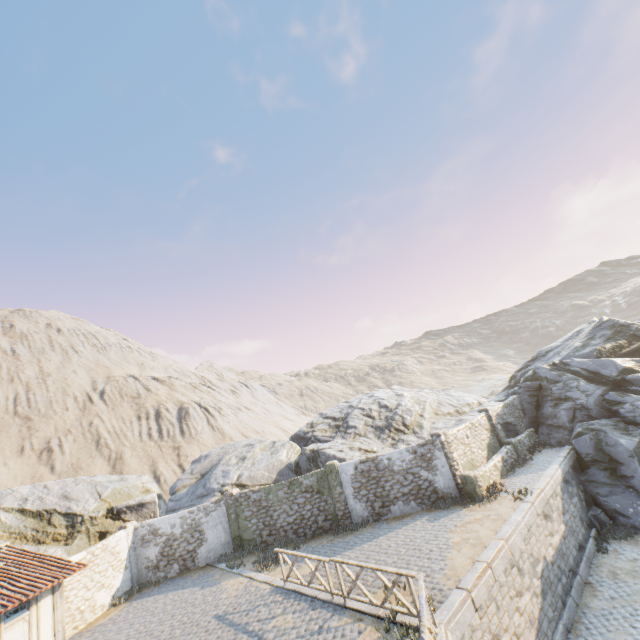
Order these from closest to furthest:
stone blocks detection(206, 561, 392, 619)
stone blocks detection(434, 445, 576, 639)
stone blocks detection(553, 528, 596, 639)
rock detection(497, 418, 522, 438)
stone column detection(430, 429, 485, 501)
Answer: stone blocks detection(434, 445, 576, 639), stone blocks detection(206, 561, 392, 619), stone blocks detection(553, 528, 596, 639), stone column detection(430, 429, 485, 501), rock detection(497, 418, 522, 438)

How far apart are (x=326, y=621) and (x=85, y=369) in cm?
6667

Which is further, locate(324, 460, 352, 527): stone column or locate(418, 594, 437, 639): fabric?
locate(324, 460, 352, 527): stone column

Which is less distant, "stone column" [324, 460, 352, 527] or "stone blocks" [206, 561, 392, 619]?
"stone blocks" [206, 561, 392, 619]

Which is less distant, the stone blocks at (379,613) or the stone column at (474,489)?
the stone blocks at (379,613)

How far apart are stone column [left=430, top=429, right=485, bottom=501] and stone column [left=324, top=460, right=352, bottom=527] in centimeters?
512cm

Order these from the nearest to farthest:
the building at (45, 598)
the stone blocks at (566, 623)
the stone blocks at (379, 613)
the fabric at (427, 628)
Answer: the fabric at (427, 628) < the stone blocks at (379, 613) < the building at (45, 598) < the stone blocks at (566, 623)

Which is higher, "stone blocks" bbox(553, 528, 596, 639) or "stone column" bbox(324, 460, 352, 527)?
"stone column" bbox(324, 460, 352, 527)
